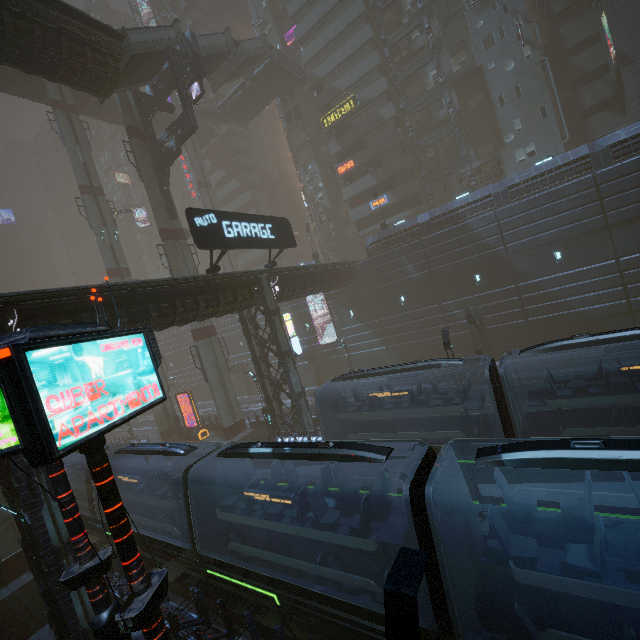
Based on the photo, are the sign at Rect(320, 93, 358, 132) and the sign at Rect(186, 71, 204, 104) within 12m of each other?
no

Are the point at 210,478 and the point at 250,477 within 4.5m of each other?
yes

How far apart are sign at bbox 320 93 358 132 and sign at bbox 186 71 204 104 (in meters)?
19.98

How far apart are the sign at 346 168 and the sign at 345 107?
4.3m

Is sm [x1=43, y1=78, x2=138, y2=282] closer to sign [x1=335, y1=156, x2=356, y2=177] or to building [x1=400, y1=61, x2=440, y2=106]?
building [x1=400, y1=61, x2=440, y2=106]

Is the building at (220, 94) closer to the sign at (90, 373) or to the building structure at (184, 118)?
the sign at (90, 373)

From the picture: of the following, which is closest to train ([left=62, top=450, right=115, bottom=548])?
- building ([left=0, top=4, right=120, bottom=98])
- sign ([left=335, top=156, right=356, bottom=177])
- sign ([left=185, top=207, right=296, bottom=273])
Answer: sign ([left=185, top=207, right=296, bottom=273])

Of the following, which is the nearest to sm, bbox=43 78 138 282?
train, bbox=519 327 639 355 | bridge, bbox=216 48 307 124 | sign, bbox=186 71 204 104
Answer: sign, bbox=186 71 204 104
